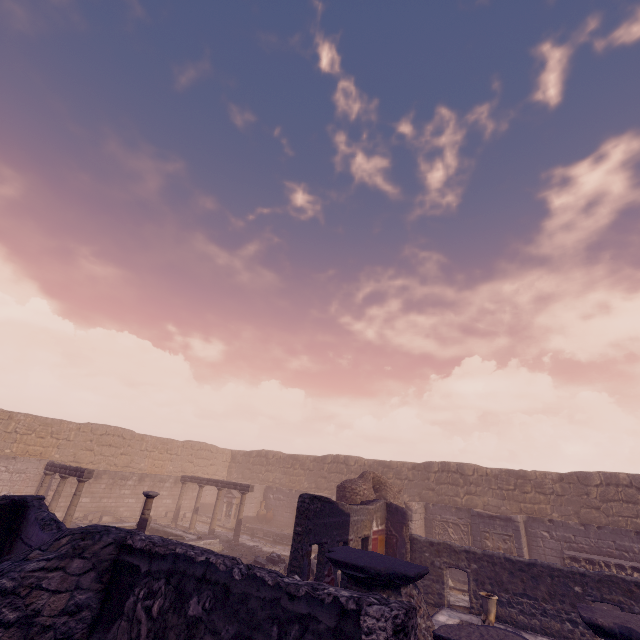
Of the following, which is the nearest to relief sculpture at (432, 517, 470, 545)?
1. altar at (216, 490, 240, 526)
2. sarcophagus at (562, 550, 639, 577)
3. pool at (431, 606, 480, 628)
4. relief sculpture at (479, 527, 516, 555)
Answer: relief sculpture at (479, 527, 516, 555)

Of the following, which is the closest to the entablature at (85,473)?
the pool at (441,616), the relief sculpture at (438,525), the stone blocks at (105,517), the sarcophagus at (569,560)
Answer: the stone blocks at (105,517)

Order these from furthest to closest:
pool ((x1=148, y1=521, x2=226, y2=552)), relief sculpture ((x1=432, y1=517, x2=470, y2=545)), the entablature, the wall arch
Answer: relief sculpture ((x1=432, y1=517, x2=470, y2=545)) → pool ((x1=148, y1=521, x2=226, y2=552)) → the wall arch → the entablature

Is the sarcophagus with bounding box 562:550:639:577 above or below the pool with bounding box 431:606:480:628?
above

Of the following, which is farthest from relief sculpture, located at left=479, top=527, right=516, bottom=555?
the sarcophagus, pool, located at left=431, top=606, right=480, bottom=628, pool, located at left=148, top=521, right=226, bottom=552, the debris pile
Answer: pool, located at left=148, top=521, right=226, bottom=552

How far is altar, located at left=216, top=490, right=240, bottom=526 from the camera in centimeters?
2117cm

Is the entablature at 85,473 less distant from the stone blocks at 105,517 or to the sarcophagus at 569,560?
the stone blocks at 105,517

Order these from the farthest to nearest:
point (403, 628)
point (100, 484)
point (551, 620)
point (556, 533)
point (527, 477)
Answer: point (100, 484), point (527, 477), point (556, 533), point (551, 620), point (403, 628)
